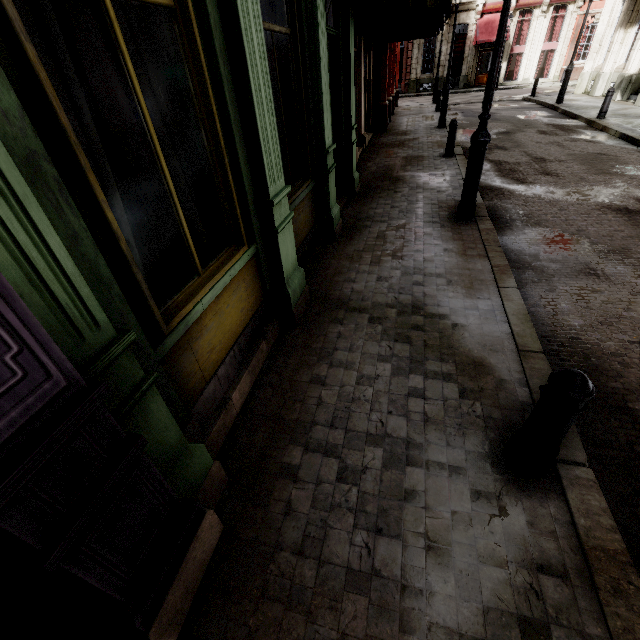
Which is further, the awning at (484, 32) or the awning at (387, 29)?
the awning at (484, 32)

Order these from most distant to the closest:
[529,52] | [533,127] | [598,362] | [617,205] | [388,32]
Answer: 1. [529,52]
2. [533,127]
3. [388,32]
4. [617,205]
5. [598,362]

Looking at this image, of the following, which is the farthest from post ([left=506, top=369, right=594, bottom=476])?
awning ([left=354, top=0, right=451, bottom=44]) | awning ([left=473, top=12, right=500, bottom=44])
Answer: awning ([left=473, top=12, right=500, bottom=44])

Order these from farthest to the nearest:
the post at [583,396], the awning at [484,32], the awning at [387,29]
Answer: the awning at [484,32] < the awning at [387,29] < the post at [583,396]

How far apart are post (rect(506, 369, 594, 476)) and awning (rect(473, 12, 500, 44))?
36.23m

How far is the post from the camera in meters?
2.0 m

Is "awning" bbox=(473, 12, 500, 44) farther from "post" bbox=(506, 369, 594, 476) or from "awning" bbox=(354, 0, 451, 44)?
"post" bbox=(506, 369, 594, 476)
